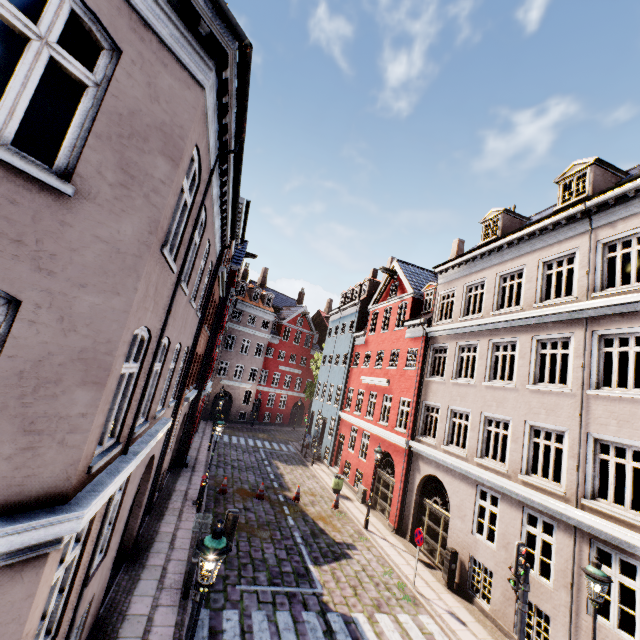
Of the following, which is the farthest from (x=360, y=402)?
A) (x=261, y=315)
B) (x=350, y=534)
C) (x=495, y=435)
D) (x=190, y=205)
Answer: (x=190, y=205)

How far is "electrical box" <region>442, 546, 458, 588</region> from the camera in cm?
1190

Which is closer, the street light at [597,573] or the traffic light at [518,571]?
the street light at [597,573]

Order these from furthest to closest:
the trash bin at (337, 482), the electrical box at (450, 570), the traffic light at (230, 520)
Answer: the trash bin at (337, 482) < the electrical box at (450, 570) < the traffic light at (230, 520)

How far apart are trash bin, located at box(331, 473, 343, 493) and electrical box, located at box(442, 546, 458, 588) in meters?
8.3 m

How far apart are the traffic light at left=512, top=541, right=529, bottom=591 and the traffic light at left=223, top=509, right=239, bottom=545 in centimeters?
701cm

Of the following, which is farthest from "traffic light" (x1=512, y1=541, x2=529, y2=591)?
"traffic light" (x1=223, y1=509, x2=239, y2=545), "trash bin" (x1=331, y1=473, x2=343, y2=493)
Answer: "trash bin" (x1=331, y1=473, x2=343, y2=493)

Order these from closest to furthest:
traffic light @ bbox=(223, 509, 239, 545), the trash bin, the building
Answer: the building → traffic light @ bbox=(223, 509, 239, 545) → the trash bin
